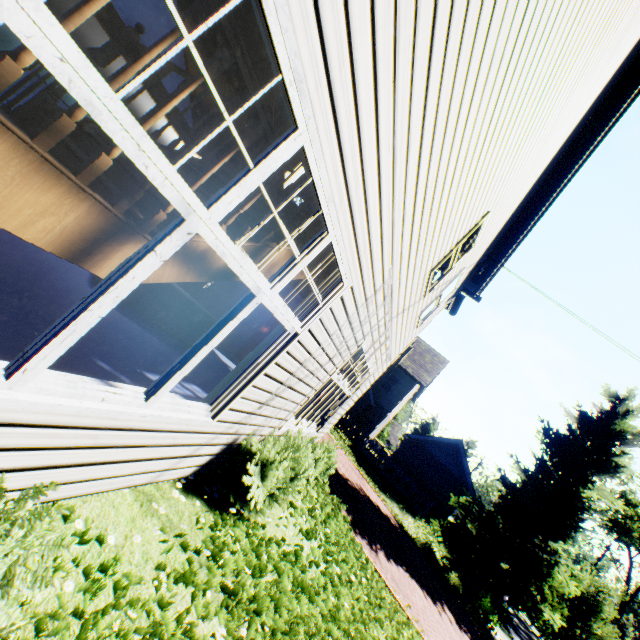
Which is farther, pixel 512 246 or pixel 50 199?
pixel 512 246

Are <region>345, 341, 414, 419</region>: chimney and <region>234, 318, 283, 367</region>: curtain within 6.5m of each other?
no

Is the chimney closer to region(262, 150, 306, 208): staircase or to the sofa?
the sofa

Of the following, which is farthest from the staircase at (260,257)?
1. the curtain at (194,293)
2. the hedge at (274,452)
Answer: the curtain at (194,293)

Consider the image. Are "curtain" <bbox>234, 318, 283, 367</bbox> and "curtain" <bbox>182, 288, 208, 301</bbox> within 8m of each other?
yes

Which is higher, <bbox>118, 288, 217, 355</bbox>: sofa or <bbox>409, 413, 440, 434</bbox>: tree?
<bbox>409, 413, 440, 434</bbox>: tree

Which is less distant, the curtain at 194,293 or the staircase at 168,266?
the staircase at 168,266

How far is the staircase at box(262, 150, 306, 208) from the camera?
2.1 meters
